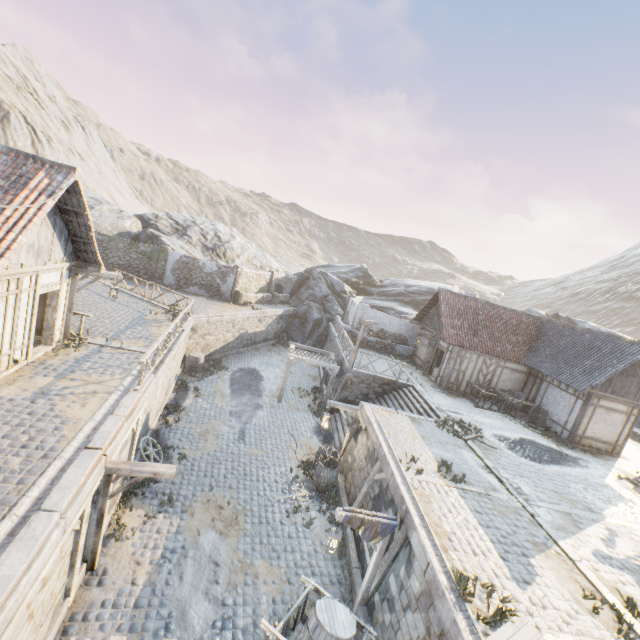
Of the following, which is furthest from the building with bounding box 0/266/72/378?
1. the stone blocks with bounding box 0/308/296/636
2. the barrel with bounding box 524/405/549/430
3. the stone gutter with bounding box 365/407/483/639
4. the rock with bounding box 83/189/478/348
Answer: the barrel with bounding box 524/405/549/430

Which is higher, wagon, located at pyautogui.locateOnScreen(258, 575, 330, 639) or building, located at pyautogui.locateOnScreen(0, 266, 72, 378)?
building, located at pyautogui.locateOnScreen(0, 266, 72, 378)

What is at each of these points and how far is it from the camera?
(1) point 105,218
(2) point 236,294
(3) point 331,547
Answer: (1) rock, 27.5 meters
(2) stone column, 27.8 meters
(3) street light, 7.9 meters

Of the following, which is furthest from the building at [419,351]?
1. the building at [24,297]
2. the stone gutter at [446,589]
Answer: the building at [24,297]

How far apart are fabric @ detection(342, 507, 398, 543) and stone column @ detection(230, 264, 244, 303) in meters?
22.1 m

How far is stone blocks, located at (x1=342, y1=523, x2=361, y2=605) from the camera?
9.0m

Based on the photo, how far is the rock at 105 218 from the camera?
28.9 meters

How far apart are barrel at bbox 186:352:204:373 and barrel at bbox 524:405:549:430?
19.3 meters
